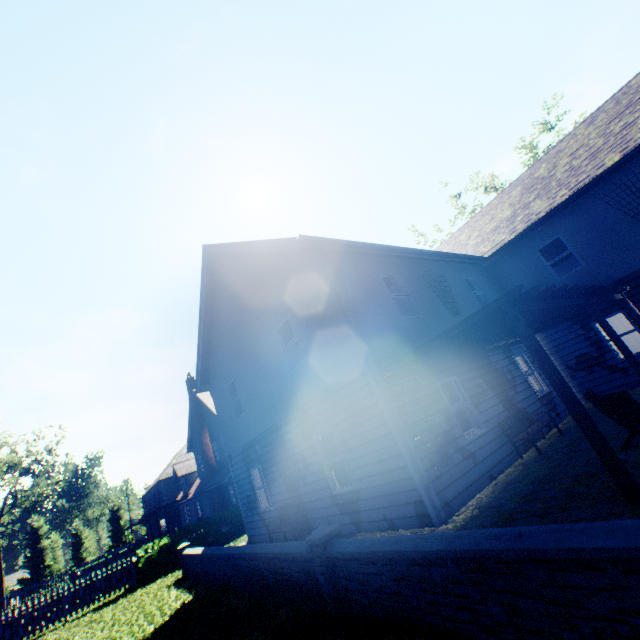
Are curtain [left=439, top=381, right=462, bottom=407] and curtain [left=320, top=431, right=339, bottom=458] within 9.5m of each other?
yes

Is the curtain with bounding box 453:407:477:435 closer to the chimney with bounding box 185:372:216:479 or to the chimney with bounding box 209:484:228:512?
the chimney with bounding box 209:484:228:512

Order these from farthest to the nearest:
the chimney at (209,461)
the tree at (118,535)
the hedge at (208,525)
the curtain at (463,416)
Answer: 1. the tree at (118,535)
2. the chimney at (209,461)
3. the hedge at (208,525)
4. the curtain at (463,416)

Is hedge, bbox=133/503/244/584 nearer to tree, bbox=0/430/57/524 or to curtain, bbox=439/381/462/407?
curtain, bbox=439/381/462/407

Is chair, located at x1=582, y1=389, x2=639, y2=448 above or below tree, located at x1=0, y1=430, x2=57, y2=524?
below

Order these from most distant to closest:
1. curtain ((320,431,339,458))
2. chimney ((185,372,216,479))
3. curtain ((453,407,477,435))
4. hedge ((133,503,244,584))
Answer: chimney ((185,372,216,479)) < hedge ((133,503,244,584)) < curtain ((320,431,339,458)) < curtain ((453,407,477,435))

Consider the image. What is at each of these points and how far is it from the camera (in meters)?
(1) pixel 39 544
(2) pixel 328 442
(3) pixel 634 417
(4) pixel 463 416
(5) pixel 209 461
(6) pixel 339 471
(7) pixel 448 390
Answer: (1) tree, 52.22
(2) curtain, 9.21
(3) chair, 5.31
(4) curtain, 8.76
(5) chimney, 25.78
(6) curtain, 8.92
(7) curtain, 8.91

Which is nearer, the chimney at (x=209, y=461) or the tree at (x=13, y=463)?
the chimney at (x=209, y=461)
